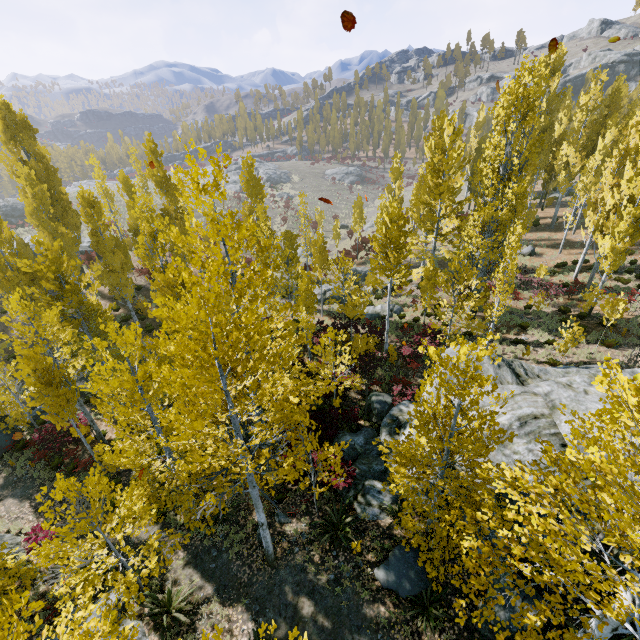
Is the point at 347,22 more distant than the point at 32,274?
No

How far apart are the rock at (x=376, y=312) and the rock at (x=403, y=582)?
15.5 meters

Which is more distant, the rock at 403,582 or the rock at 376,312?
the rock at 376,312

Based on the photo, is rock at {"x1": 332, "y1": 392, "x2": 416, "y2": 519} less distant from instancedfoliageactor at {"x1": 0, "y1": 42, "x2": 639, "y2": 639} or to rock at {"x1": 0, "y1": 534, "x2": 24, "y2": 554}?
instancedfoliageactor at {"x1": 0, "y1": 42, "x2": 639, "y2": 639}

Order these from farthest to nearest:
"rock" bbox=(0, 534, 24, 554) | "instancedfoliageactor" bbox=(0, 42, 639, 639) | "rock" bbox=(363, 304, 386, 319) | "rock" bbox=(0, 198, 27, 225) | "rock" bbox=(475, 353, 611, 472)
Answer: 1. "rock" bbox=(0, 198, 27, 225)
2. "rock" bbox=(363, 304, 386, 319)
3. "rock" bbox=(0, 534, 24, 554)
4. "rock" bbox=(475, 353, 611, 472)
5. "instancedfoliageactor" bbox=(0, 42, 639, 639)

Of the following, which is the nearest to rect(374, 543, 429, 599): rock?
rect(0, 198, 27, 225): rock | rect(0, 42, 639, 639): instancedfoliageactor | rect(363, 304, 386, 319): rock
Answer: rect(0, 42, 639, 639): instancedfoliageactor

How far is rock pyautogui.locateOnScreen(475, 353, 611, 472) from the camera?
10.0 meters

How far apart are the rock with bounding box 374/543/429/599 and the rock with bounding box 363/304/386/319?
15.5m
